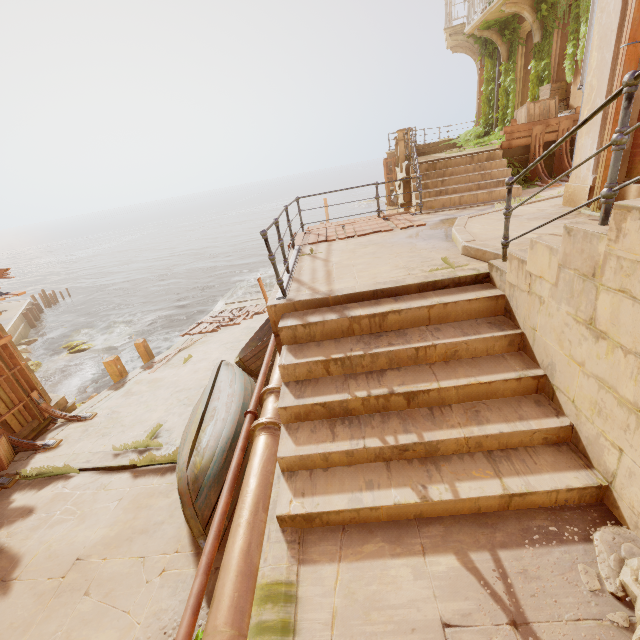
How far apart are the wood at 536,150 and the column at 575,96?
2.1 meters

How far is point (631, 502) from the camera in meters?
2.5 m

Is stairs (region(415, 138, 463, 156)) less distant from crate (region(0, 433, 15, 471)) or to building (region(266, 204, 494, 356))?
building (region(266, 204, 494, 356))

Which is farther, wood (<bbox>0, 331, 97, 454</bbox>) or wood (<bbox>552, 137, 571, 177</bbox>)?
wood (<bbox>552, 137, 571, 177</bbox>)

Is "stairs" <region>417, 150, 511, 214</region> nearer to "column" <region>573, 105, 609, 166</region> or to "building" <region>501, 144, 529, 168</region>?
"building" <region>501, 144, 529, 168</region>

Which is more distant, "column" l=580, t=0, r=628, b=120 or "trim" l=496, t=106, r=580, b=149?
"trim" l=496, t=106, r=580, b=149

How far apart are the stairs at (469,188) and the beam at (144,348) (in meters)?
11.47

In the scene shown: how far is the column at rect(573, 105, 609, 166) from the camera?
5.1 meters
